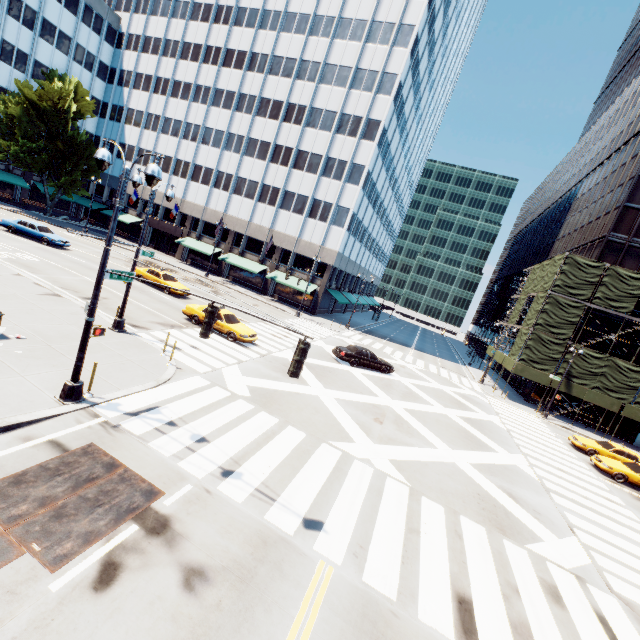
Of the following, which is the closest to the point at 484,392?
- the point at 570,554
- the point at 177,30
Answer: the point at 570,554

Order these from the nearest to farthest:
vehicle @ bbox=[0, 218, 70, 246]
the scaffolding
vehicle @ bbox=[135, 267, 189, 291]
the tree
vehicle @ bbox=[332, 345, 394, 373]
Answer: vehicle @ bbox=[332, 345, 394, 373] → vehicle @ bbox=[135, 267, 189, 291] → vehicle @ bbox=[0, 218, 70, 246] → the scaffolding → the tree

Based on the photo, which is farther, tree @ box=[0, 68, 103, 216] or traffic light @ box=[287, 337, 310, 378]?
tree @ box=[0, 68, 103, 216]

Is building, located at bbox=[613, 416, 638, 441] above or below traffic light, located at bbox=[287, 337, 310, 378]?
below

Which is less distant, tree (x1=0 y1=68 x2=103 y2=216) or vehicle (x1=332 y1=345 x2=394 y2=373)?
vehicle (x1=332 y1=345 x2=394 y2=373)

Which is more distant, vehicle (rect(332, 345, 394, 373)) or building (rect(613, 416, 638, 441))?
building (rect(613, 416, 638, 441))

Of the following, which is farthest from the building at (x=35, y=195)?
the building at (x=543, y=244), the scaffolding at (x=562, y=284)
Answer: the building at (x=543, y=244)

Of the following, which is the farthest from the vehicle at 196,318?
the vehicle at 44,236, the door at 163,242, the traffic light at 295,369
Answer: the door at 163,242
